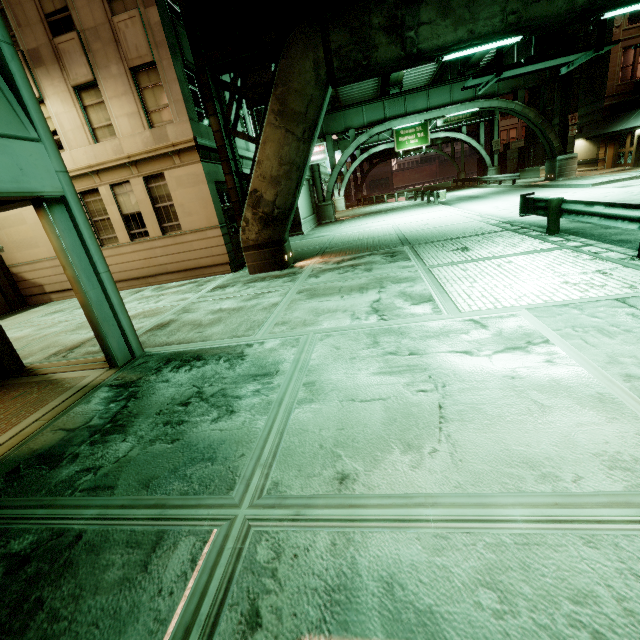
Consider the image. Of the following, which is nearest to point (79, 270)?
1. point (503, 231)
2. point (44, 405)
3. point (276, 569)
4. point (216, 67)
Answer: point (44, 405)

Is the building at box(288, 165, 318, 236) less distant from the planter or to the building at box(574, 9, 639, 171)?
the planter

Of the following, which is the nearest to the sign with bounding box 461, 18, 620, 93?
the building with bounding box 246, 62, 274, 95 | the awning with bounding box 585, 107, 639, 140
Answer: the building with bounding box 246, 62, 274, 95

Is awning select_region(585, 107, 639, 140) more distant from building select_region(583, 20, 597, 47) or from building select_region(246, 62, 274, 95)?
building select_region(246, 62, 274, 95)

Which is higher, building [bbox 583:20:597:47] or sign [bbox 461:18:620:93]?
building [bbox 583:20:597:47]

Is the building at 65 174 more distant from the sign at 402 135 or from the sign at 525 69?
the sign at 402 135

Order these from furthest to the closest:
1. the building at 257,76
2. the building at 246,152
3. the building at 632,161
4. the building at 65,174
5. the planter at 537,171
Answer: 1. the planter at 537,171
2. the building at 632,161
3. the building at 257,76
4. the building at 246,152
5. the building at 65,174

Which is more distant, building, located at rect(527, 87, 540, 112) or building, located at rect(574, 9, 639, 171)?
building, located at rect(527, 87, 540, 112)
